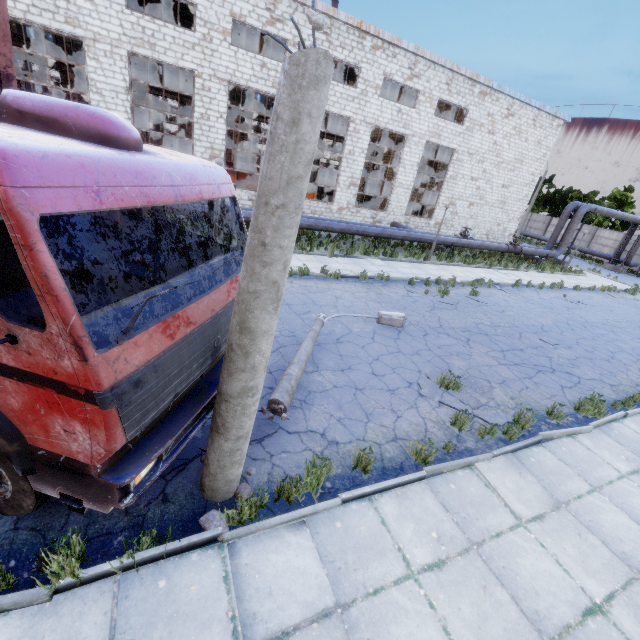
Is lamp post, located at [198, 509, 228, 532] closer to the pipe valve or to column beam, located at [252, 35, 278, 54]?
column beam, located at [252, 35, 278, 54]

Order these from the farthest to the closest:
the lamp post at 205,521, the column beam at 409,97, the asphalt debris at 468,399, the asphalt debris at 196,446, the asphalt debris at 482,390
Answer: the column beam at 409,97, the asphalt debris at 482,390, the asphalt debris at 468,399, the asphalt debris at 196,446, the lamp post at 205,521

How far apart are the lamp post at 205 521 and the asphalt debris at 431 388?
4.58m

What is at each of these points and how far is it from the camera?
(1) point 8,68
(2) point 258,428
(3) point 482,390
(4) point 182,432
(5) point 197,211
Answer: (1) truck dump body, 4.3 meters
(2) asphalt debris, 5.1 meters
(3) asphalt debris, 7.5 meters
(4) truck, 3.4 meters
(5) pipe, 14.8 meters

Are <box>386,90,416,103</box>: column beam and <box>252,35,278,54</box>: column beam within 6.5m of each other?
no

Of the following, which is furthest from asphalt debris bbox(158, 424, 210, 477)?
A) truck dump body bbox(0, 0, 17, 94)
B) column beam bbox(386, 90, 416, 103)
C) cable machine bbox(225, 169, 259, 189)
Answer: column beam bbox(386, 90, 416, 103)

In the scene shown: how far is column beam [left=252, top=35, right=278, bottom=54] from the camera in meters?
21.4

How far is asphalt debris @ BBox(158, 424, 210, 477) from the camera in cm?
421
